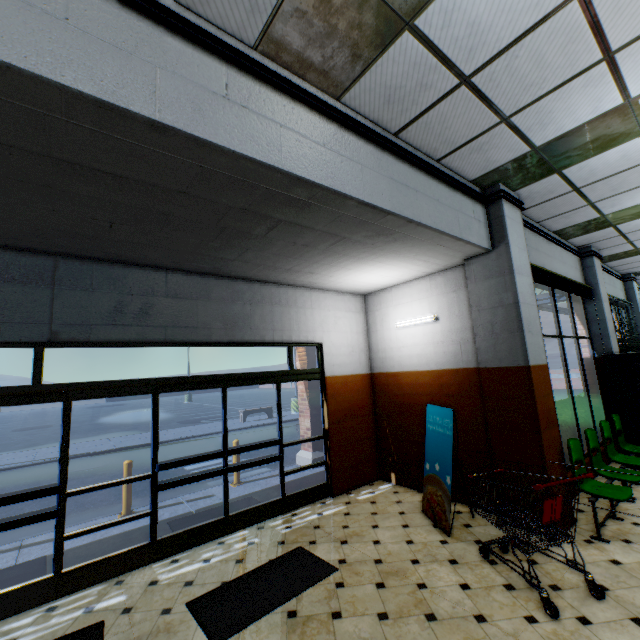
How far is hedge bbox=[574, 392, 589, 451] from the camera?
6.7 meters

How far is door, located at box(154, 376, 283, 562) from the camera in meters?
4.4

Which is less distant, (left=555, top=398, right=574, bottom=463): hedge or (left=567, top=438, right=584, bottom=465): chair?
(left=567, top=438, right=584, bottom=465): chair

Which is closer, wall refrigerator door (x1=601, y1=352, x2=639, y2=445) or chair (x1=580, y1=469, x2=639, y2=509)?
chair (x1=580, y1=469, x2=639, y2=509)

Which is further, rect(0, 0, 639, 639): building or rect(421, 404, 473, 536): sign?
rect(421, 404, 473, 536): sign

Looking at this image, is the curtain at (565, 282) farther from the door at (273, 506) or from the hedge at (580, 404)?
the door at (273, 506)

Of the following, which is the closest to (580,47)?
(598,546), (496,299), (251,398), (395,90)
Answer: (395,90)

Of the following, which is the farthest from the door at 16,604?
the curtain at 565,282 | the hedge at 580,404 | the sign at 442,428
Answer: the curtain at 565,282
